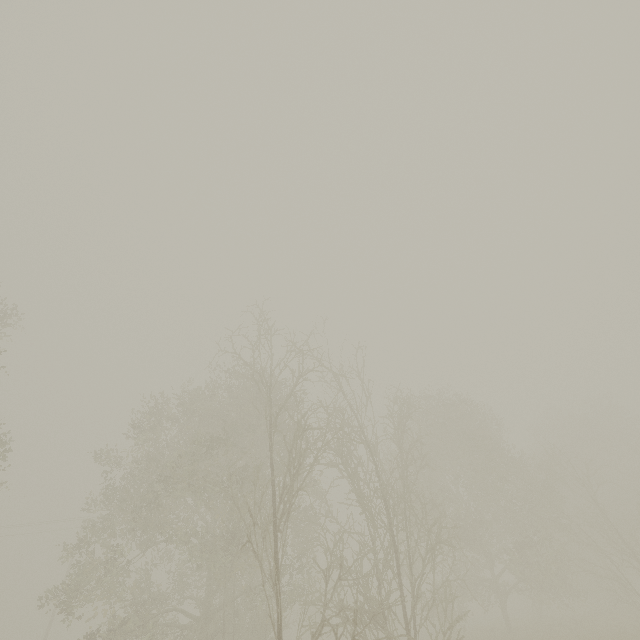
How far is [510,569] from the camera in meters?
21.0
